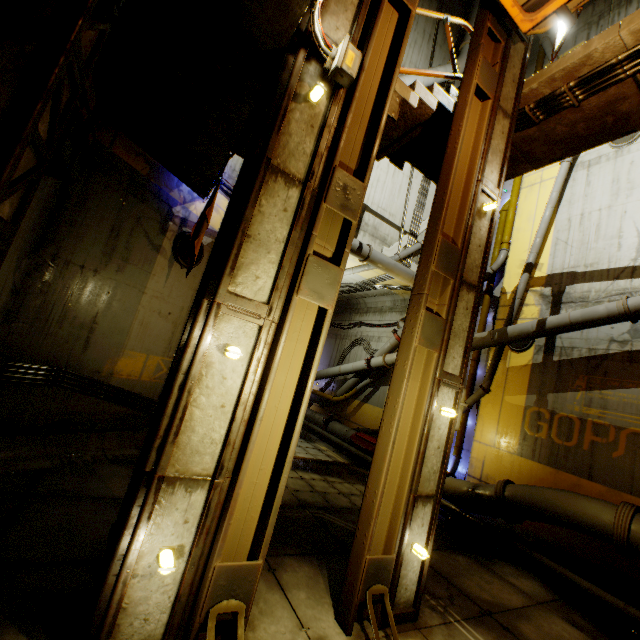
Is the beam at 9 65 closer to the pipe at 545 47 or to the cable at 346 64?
the cable at 346 64

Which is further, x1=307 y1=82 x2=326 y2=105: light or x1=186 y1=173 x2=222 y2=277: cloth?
x1=186 y1=173 x2=222 y2=277: cloth

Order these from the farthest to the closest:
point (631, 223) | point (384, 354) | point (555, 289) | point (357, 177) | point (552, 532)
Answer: point (384, 354) → point (555, 289) → point (631, 223) → point (552, 532) → point (357, 177)

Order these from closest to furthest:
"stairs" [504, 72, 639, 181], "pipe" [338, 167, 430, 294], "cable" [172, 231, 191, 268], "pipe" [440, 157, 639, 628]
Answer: "stairs" [504, 72, 639, 181] < "pipe" [440, 157, 639, 628] < "cable" [172, 231, 191, 268] < "pipe" [338, 167, 430, 294]

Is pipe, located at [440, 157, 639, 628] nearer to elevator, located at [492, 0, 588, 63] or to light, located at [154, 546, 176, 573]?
elevator, located at [492, 0, 588, 63]

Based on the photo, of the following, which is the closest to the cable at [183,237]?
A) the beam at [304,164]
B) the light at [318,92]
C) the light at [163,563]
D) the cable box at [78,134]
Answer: the cable box at [78,134]

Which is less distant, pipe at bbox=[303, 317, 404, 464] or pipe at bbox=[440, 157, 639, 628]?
pipe at bbox=[440, 157, 639, 628]

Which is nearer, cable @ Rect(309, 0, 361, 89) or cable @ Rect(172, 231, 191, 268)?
cable @ Rect(309, 0, 361, 89)
